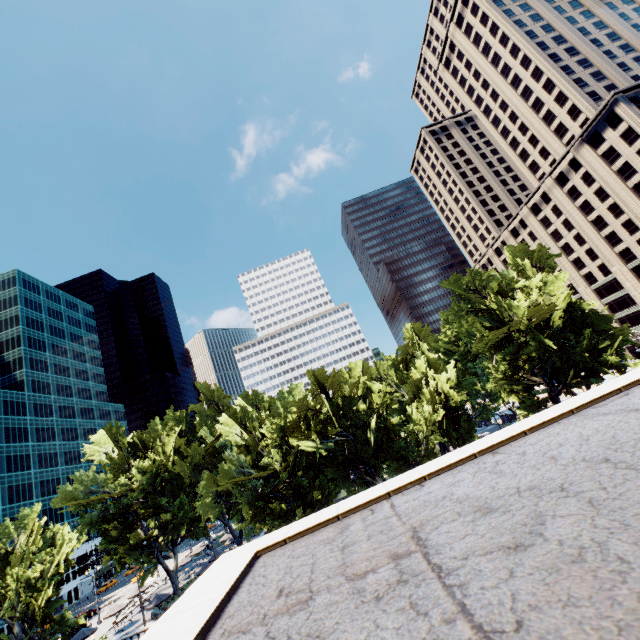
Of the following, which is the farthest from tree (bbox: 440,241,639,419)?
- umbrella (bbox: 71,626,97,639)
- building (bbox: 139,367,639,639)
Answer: building (bbox: 139,367,639,639)

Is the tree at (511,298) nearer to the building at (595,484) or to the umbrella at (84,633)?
the umbrella at (84,633)

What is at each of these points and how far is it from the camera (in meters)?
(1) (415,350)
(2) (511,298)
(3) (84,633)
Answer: (1) tree, 58.53
(2) tree, 40.50
(3) umbrella, 35.81

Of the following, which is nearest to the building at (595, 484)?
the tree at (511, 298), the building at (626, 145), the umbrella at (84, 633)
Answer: the tree at (511, 298)

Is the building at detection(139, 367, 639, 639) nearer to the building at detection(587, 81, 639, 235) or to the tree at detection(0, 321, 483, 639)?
the tree at detection(0, 321, 483, 639)

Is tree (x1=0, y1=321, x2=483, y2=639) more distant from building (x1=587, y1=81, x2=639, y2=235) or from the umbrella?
building (x1=587, y1=81, x2=639, y2=235)

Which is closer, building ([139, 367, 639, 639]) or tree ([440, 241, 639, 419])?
building ([139, 367, 639, 639])

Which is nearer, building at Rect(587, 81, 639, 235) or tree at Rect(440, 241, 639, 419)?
tree at Rect(440, 241, 639, 419)
